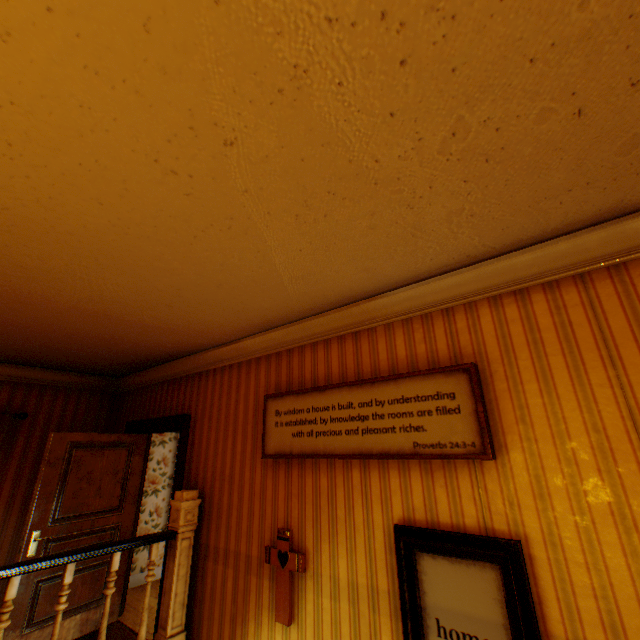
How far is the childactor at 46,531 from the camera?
3.7m

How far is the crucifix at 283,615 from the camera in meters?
2.5

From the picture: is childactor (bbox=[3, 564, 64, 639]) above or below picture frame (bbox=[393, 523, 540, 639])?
below

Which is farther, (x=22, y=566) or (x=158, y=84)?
(x=22, y=566)

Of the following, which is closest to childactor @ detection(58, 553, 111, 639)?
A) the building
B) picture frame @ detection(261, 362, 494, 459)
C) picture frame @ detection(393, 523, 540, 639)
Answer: the building

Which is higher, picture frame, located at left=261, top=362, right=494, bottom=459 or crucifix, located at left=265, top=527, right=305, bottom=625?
picture frame, located at left=261, top=362, right=494, bottom=459

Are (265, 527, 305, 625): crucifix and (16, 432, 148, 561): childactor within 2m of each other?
no

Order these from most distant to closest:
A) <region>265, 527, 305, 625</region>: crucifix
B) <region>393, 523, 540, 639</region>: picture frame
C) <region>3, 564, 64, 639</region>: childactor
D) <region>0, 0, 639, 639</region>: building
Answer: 1. <region>3, 564, 64, 639</region>: childactor
2. <region>265, 527, 305, 625</region>: crucifix
3. <region>393, 523, 540, 639</region>: picture frame
4. <region>0, 0, 639, 639</region>: building
